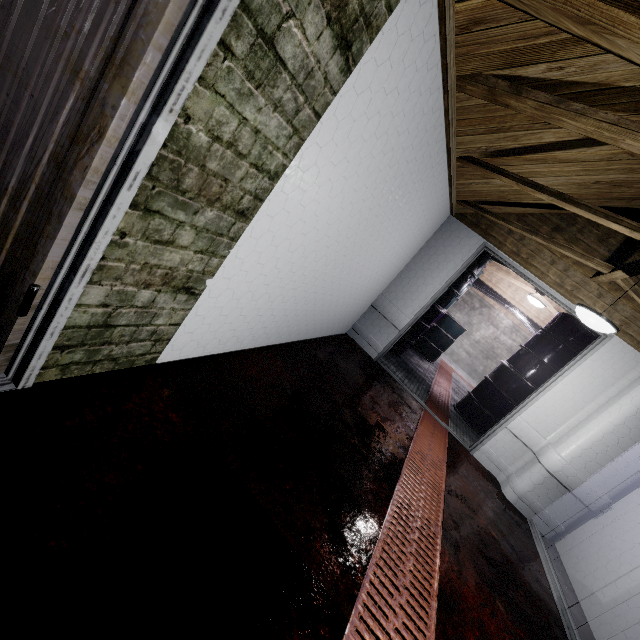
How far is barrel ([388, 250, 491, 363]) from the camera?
4.9m

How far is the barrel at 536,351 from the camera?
4.3m

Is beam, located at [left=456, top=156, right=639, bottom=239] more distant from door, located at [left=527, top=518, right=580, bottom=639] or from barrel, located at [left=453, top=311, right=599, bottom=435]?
barrel, located at [left=453, top=311, right=599, bottom=435]

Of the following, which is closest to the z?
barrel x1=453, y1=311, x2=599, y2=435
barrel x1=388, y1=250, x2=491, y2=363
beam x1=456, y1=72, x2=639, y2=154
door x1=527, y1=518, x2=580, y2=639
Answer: beam x1=456, y1=72, x2=639, y2=154

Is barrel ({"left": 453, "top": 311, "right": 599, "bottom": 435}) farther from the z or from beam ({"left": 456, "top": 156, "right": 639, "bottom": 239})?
the z

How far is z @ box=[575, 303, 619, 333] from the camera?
2.47m

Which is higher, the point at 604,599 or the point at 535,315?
the point at 535,315

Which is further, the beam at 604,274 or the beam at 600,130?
the beam at 604,274
